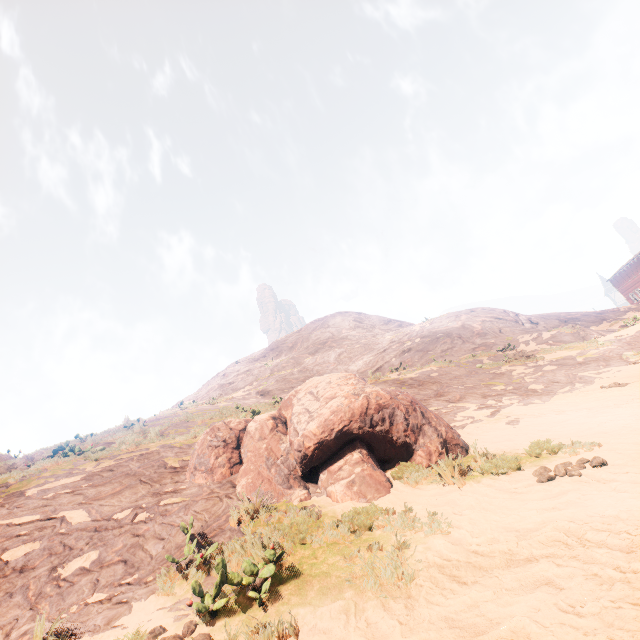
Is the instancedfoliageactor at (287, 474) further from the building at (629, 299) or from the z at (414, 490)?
the building at (629, 299)

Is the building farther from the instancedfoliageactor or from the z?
the instancedfoliageactor

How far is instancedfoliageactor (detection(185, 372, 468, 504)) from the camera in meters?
5.6

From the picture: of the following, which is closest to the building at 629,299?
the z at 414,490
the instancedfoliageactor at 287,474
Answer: the z at 414,490

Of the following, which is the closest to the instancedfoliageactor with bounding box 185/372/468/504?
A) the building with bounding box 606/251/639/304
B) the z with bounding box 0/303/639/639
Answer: the z with bounding box 0/303/639/639

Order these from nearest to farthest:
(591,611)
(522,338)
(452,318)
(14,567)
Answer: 1. (591,611)
2. (14,567)
3. (522,338)
4. (452,318)

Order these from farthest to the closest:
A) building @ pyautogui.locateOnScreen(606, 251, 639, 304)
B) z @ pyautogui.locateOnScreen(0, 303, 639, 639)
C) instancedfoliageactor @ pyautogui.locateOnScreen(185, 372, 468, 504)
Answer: building @ pyautogui.locateOnScreen(606, 251, 639, 304) < instancedfoliageactor @ pyautogui.locateOnScreen(185, 372, 468, 504) < z @ pyautogui.locateOnScreen(0, 303, 639, 639)
